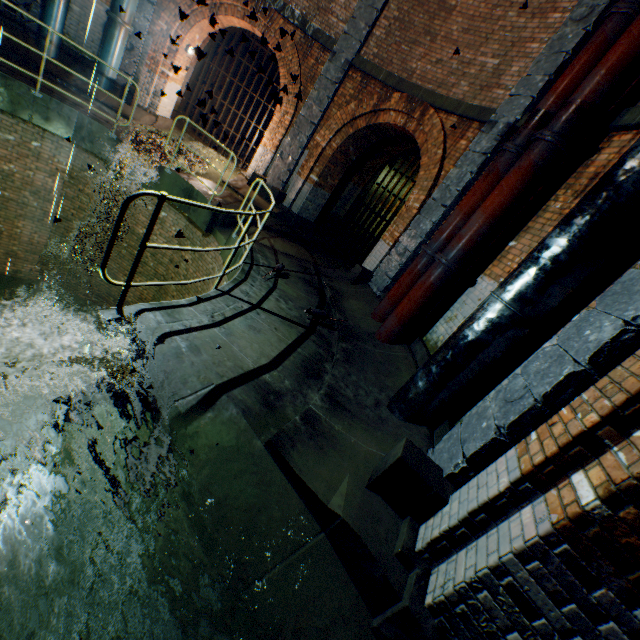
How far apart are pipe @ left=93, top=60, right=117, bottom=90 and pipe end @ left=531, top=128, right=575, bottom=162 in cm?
1065

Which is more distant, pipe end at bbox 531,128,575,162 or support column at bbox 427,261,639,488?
pipe end at bbox 531,128,575,162

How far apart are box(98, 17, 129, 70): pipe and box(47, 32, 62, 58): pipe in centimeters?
78cm

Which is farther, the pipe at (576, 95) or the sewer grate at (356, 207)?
the sewer grate at (356, 207)

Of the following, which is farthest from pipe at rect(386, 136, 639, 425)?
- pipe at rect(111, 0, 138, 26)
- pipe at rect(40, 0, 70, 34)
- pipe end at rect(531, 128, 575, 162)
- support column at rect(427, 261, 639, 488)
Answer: pipe at rect(40, 0, 70, 34)

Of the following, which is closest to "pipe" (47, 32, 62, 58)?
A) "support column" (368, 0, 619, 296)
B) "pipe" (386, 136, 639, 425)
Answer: "support column" (368, 0, 619, 296)

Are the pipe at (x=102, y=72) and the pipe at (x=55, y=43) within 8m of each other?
yes

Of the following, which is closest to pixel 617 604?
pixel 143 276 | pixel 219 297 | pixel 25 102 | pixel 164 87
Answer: pixel 219 297
